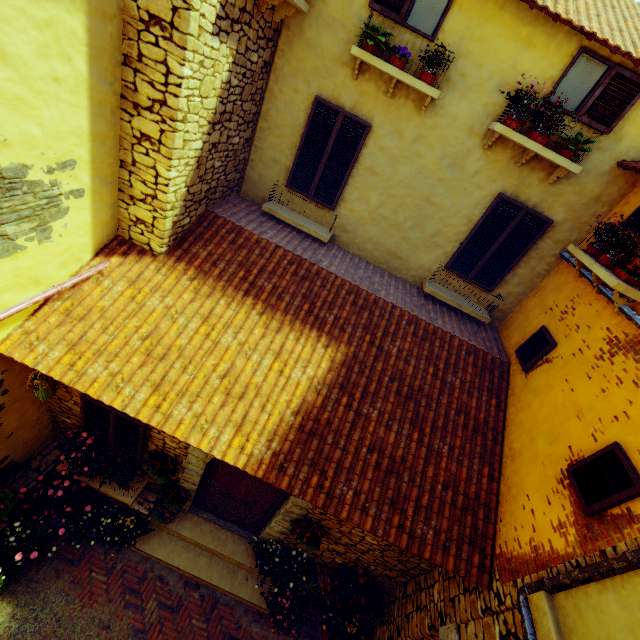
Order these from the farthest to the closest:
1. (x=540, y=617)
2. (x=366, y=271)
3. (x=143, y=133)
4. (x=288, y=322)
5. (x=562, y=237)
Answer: (x=366, y=271) → (x=562, y=237) → (x=288, y=322) → (x=143, y=133) → (x=540, y=617)

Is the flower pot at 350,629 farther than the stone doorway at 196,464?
Yes

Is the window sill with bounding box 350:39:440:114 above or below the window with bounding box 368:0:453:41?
below

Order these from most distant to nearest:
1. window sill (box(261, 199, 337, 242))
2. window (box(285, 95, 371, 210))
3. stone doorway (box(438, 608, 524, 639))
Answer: window sill (box(261, 199, 337, 242)), window (box(285, 95, 371, 210)), stone doorway (box(438, 608, 524, 639))

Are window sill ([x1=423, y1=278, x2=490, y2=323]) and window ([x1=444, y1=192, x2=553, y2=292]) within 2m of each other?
yes

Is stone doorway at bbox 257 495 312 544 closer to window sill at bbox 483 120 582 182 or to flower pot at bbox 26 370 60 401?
flower pot at bbox 26 370 60 401

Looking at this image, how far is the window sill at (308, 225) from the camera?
6.53m

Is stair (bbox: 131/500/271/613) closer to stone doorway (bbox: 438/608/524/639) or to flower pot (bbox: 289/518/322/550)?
flower pot (bbox: 289/518/322/550)
